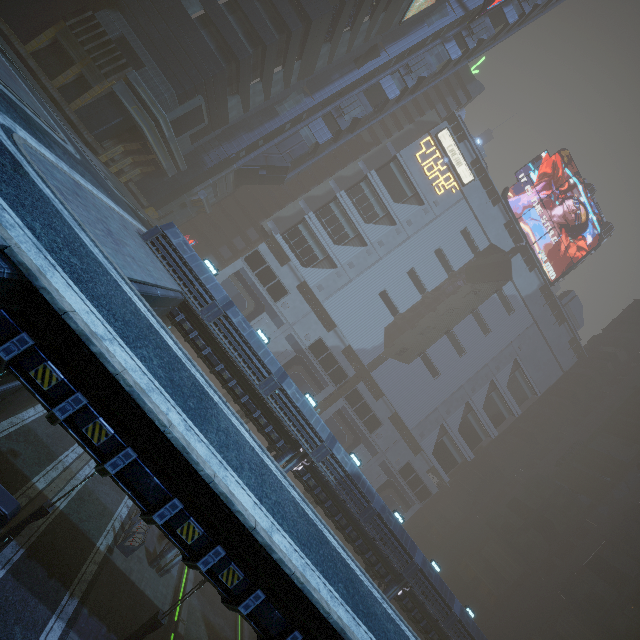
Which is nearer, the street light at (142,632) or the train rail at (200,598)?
the street light at (142,632)

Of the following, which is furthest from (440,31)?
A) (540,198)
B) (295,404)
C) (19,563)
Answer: (19,563)

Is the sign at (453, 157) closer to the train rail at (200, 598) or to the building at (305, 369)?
the building at (305, 369)

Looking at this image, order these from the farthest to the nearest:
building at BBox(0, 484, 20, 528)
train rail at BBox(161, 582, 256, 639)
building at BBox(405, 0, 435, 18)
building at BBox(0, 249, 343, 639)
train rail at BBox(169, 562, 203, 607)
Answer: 1. building at BBox(405, 0, 435, 18)
2. train rail at BBox(169, 562, 203, 607)
3. train rail at BBox(161, 582, 256, 639)
4. building at BBox(0, 484, 20, 528)
5. building at BBox(0, 249, 343, 639)

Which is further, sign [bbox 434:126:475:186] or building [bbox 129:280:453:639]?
sign [bbox 434:126:475:186]

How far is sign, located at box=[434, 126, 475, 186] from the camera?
51.4m

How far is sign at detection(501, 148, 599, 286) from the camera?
55.9m

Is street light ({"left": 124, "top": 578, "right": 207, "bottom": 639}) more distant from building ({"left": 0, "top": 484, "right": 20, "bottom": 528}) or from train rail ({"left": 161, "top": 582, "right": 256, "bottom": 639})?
building ({"left": 0, "top": 484, "right": 20, "bottom": 528})
